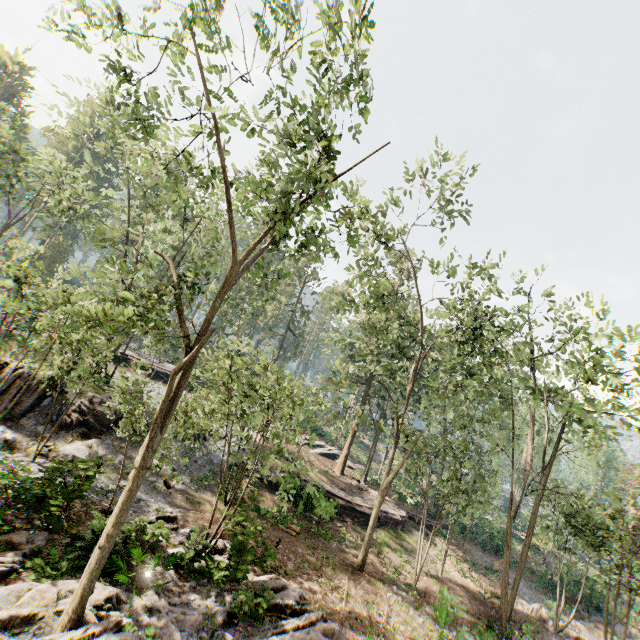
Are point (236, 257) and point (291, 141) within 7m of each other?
yes

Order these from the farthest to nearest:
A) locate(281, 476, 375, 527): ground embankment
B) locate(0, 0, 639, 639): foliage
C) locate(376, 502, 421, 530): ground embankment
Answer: locate(376, 502, 421, 530): ground embankment → locate(281, 476, 375, 527): ground embankment → locate(0, 0, 639, 639): foliage

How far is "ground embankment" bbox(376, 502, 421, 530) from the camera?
27.1m

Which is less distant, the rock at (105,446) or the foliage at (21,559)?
the foliage at (21,559)

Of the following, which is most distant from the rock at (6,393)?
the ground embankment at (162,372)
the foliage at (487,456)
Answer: the ground embankment at (162,372)

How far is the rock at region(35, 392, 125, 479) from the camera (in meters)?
15.80

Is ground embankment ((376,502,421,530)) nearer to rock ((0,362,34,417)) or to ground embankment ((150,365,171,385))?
rock ((0,362,34,417))
